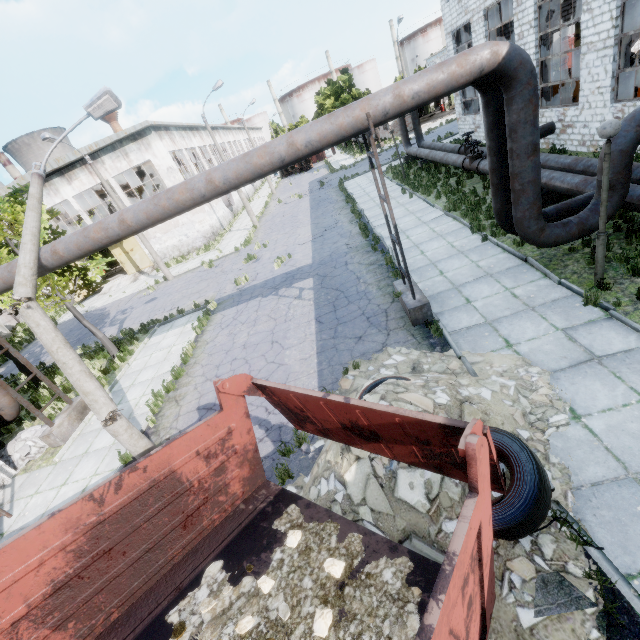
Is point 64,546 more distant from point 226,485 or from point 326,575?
point 326,575

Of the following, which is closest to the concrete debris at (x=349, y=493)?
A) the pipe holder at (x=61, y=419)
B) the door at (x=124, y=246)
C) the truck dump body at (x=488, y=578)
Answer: the truck dump body at (x=488, y=578)

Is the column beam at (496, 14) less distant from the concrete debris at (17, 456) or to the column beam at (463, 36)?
the column beam at (463, 36)

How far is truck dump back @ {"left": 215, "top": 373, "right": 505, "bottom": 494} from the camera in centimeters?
291cm

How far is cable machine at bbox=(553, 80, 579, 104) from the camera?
17.5 meters

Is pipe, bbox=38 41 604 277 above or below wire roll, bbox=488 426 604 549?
above

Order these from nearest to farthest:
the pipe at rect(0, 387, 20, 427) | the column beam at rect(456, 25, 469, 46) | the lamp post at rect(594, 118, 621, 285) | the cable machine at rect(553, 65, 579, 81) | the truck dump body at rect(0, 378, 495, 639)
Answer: the truck dump body at rect(0, 378, 495, 639) → the lamp post at rect(594, 118, 621, 285) → the pipe at rect(0, 387, 20, 427) → the cable machine at rect(553, 65, 579, 81) → the column beam at rect(456, 25, 469, 46)

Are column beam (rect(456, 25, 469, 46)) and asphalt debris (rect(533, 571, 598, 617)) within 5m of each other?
no
